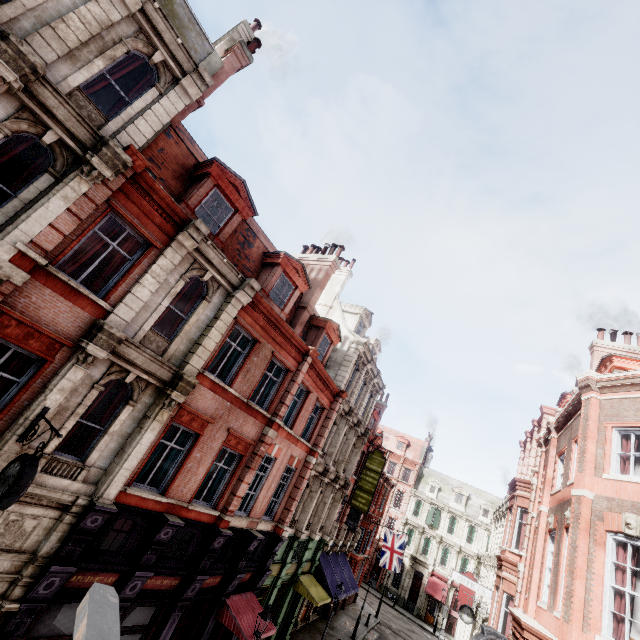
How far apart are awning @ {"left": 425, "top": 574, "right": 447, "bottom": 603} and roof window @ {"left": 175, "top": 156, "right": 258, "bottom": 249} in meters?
50.4

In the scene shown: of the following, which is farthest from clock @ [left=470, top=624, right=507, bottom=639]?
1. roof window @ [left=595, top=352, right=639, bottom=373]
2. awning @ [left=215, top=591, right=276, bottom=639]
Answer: roof window @ [left=595, top=352, right=639, bottom=373]

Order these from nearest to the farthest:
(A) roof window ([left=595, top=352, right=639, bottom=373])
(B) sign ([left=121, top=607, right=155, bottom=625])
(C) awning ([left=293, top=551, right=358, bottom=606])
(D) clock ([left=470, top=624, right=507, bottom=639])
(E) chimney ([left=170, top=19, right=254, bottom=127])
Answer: (D) clock ([left=470, top=624, right=507, bottom=639]) → (B) sign ([left=121, top=607, right=155, bottom=625]) → (E) chimney ([left=170, top=19, right=254, bottom=127]) → (A) roof window ([left=595, top=352, right=639, bottom=373]) → (C) awning ([left=293, top=551, right=358, bottom=606])

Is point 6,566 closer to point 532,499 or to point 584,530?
point 584,530

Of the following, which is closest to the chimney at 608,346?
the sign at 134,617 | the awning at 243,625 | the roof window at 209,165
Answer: the awning at 243,625

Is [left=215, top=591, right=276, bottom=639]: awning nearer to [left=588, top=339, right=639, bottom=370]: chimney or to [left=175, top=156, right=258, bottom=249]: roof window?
[left=175, top=156, right=258, bottom=249]: roof window

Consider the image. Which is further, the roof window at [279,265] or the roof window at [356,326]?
the roof window at [356,326]

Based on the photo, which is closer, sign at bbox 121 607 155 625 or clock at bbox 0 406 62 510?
clock at bbox 0 406 62 510
